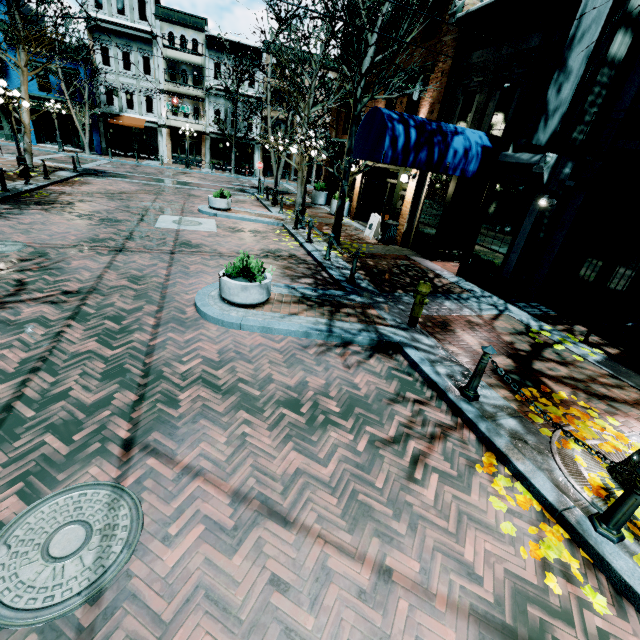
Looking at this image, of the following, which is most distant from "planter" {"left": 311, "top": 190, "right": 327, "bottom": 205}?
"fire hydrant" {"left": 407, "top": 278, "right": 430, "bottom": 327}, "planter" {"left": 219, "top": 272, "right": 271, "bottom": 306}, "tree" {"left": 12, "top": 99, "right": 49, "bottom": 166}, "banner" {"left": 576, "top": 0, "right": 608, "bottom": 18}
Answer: "fire hydrant" {"left": 407, "top": 278, "right": 430, "bottom": 327}

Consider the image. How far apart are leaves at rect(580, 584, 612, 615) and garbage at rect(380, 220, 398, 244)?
10.7 meters

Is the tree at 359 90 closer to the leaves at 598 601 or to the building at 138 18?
the leaves at 598 601

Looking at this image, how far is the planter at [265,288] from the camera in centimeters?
605cm

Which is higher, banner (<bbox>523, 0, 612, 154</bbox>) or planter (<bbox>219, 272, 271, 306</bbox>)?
banner (<bbox>523, 0, 612, 154</bbox>)

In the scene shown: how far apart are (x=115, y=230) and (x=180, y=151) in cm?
2796

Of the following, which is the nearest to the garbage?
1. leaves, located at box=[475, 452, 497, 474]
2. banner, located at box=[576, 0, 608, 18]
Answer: banner, located at box=[576, 0, 608, 18]

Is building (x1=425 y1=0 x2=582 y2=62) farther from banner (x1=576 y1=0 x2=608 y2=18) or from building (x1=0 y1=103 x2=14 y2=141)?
building (x1=0 y1=103 x2=14 y2=141)
